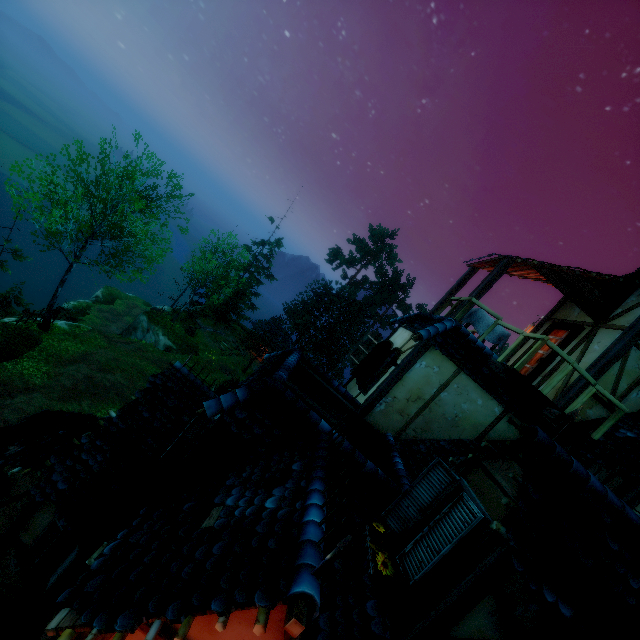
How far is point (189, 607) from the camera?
2.5 meters

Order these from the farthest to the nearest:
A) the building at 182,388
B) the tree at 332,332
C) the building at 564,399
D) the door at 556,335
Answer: the tree at 332,332 < the door at 556,335 < the building at 564,399 < the building at 182,388

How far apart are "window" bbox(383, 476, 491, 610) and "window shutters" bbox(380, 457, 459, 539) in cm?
3

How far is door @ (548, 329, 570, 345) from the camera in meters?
9.3 m

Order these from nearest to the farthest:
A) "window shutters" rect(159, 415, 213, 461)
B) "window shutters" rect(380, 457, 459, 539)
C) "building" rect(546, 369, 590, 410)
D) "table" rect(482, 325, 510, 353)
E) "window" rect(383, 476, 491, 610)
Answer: "window" rect(383, 476, 491, 610), "window shutters" rect(380, 457, 459, 539), "window shutters" rect(159, 415, 213, 461), "building" rect(546, 369, 590, 410), "table" rect(482, 325, 510, 353)

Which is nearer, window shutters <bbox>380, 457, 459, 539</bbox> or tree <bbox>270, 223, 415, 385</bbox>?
window shutters <bbox>380, 457, 459, 539</bbox>

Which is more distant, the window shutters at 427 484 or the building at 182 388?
the window shutters at 427 484

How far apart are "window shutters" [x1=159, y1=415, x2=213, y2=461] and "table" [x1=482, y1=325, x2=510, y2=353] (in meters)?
6.31
